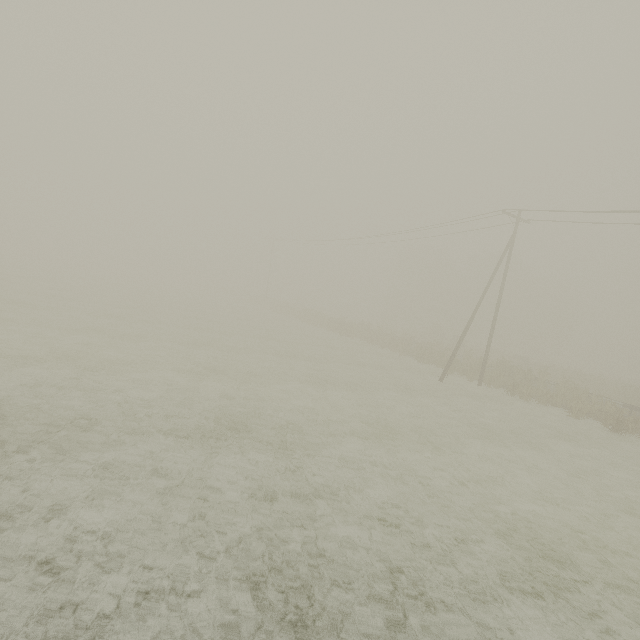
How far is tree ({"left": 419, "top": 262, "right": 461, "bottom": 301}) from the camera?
56.8m

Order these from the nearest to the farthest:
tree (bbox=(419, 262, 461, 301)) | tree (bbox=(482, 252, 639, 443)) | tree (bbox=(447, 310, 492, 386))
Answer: tree (bbox=(482, 252, 639, 443))
tree (bbox=(447, 310, 492, 386))
tree (bbox=(419, 262, 461, 301))

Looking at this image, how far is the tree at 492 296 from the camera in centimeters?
5598cm

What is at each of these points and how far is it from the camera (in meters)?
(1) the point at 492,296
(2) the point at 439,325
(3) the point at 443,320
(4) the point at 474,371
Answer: (1) tree, 57.59
(2) tree, 46.38
(3) tree, 58.91
(4) tree, 24.19

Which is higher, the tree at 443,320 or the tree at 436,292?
the tree at 436,292

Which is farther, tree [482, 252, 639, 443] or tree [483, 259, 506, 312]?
tree [483, 259, 506, 312]
